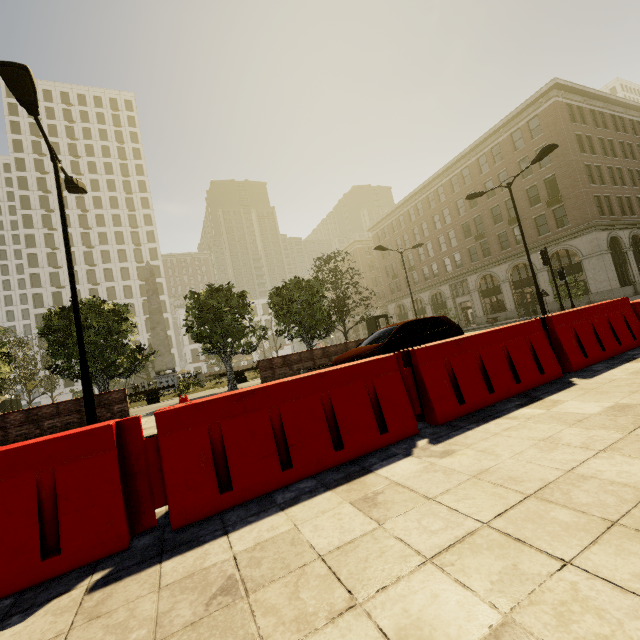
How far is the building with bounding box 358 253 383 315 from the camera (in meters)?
59.22

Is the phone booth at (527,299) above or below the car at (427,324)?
above

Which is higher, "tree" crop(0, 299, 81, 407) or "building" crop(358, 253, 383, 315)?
"building" crop(358, 253, 383, 315)

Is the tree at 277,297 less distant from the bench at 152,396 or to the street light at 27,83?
the bench at 152,396

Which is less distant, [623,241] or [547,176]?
[623,241]

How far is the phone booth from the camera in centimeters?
3241cm

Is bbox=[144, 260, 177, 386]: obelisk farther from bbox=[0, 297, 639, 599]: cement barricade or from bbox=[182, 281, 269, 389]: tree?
bbox=[0, 297, 639, 599]: cement barricade

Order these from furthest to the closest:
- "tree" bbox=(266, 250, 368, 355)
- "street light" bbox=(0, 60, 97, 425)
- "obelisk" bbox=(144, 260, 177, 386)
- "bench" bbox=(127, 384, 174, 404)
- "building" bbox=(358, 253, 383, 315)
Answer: "building" bbox=(358, 253, 383, 315)
"obelisk" bbox=(144, 260, 177, 386)
"bench" bbox=(127, 384, 174, 404)
"tree" bbox=(266, 250, 368, 355)
"street light" bbox=(0, 60, 97, 425)
